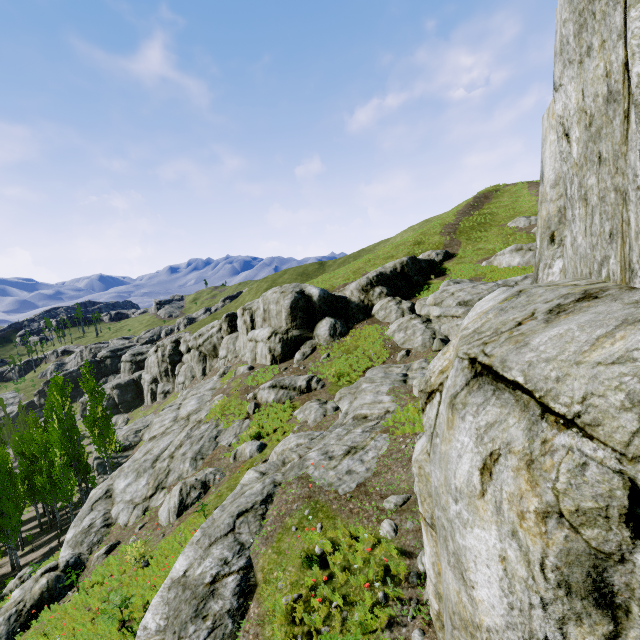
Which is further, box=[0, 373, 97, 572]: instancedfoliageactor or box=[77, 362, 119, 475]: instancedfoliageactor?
box=[77, 362, 119, 475]: instancedfoliageactor

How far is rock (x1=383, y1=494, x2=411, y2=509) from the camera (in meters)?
7.55

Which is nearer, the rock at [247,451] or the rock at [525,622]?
the rock at [525,622]

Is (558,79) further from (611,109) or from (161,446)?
(161,446)

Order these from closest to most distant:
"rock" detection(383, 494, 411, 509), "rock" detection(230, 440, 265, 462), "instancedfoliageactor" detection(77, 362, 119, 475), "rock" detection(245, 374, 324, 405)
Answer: "rock" detection(383, 494, 411, 509) < "rock" detection(230, 440, 265, 462) < "rock" detection(245, 374, 324, 405) < "instancedfoliageactor" detection(77, 362, 119, 475)

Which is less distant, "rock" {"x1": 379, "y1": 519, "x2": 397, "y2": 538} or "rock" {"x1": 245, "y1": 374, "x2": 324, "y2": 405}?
"rock" {"x1": 379, "y1": 519, "x2": 397, "y2": 538}

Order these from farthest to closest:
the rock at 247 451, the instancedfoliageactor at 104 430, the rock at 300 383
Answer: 1. the instancedfoliageactor at 104 430
2. the rock at 300 383
3. the rock at 247 451

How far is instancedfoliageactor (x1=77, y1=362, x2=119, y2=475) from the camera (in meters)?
30.05
